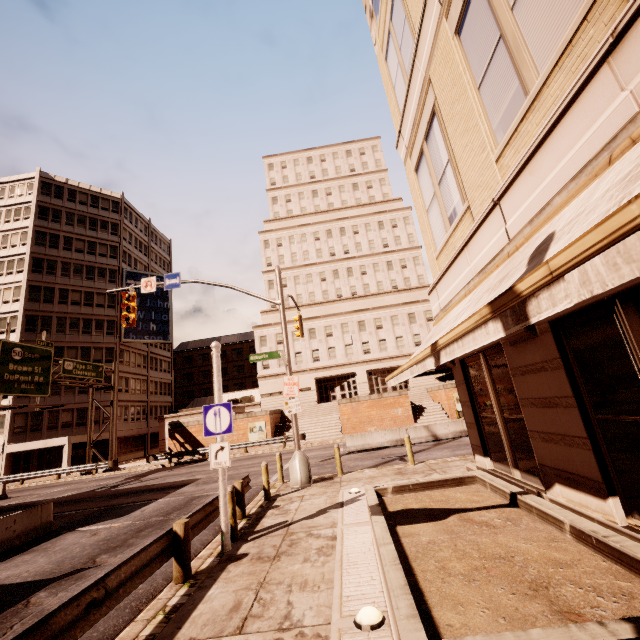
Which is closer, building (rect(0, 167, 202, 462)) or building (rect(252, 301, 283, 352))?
building (rect(0, 167, 202, 462))

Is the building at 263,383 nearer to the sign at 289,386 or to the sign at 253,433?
the sign at 253,433

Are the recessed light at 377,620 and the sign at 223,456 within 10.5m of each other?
yes

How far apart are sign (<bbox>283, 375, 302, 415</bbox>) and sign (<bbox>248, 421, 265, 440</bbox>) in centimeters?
2028cm

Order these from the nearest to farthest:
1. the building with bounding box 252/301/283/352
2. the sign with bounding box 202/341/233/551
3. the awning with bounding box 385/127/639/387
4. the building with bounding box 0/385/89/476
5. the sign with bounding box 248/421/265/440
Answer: →
the awning with bounding box 385/127/639/387
the sign with bounding box 202/341/233/551
the sign with bounding box 248/421/265/440
the building with bounding box 0/385/89/476
the building with bounding box 252/301/283/352

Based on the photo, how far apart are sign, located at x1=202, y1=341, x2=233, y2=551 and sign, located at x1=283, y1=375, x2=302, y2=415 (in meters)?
5.22

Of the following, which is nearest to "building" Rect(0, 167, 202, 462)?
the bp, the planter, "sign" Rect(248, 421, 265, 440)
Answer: "sign" Rect(248, 421, 265, 440)

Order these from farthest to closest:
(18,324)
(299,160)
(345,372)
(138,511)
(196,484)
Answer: (299,160) → (345,372) → (18,324) → (196,484) → (138,511)
